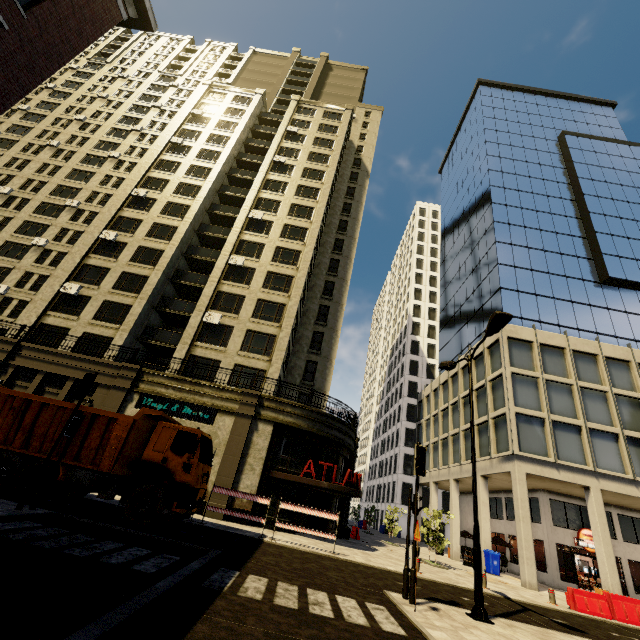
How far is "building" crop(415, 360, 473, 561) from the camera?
27.6 meters

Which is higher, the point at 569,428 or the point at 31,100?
the point at 31,100

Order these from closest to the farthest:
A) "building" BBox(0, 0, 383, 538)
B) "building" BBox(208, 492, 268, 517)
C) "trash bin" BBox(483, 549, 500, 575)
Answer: "building" BBox(208, 492, 268, 517), "building" BBox(0, 0, 383, 538), "trash bin" BBox(483, 549, 500, 575)

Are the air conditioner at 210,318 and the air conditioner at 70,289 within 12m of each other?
yes

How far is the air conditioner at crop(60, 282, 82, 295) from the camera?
25.86m

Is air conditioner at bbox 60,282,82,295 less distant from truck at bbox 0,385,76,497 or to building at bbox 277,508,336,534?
building at bbox 277,508,336,534

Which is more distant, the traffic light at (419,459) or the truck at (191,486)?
the truck at (191,486)

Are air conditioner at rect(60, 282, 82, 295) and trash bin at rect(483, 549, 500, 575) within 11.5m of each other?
no
